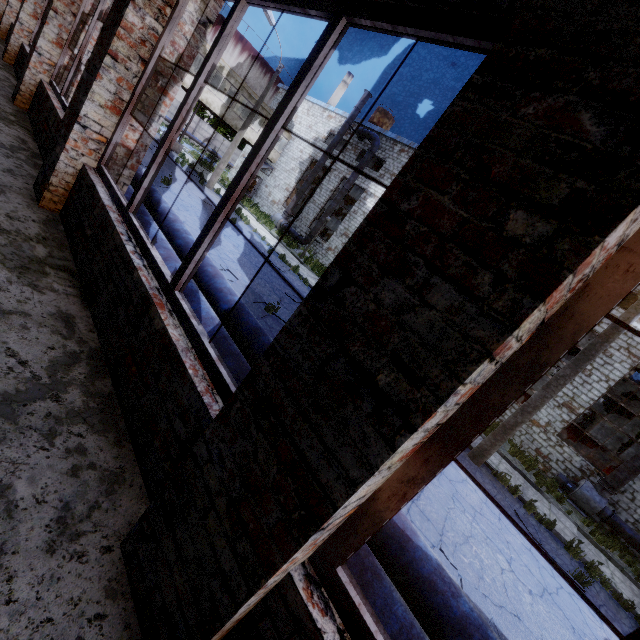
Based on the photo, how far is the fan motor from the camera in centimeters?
1367cm

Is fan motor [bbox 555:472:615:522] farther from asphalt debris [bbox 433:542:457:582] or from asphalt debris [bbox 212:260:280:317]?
asphalt debris [bbox 212:260:280:317]

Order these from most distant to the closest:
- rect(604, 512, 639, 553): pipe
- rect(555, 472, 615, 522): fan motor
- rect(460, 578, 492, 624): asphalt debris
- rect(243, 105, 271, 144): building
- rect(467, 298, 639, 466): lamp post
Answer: rect(243, 105, 271, 144): building < rect(555, 472, 615, 522): fan motor < rect(604, 512, 639, 553): pipe < rect(467, 298, 639, 466): lamp post < rect(460, 578, 492, 624): asphalt debris

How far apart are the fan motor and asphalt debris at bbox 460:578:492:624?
12.9m

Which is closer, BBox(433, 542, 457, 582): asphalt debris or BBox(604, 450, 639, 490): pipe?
BBox(433, 542, 457, 582): asphalt debris

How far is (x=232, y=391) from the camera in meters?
1.8 m

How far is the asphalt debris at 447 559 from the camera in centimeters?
500cm
